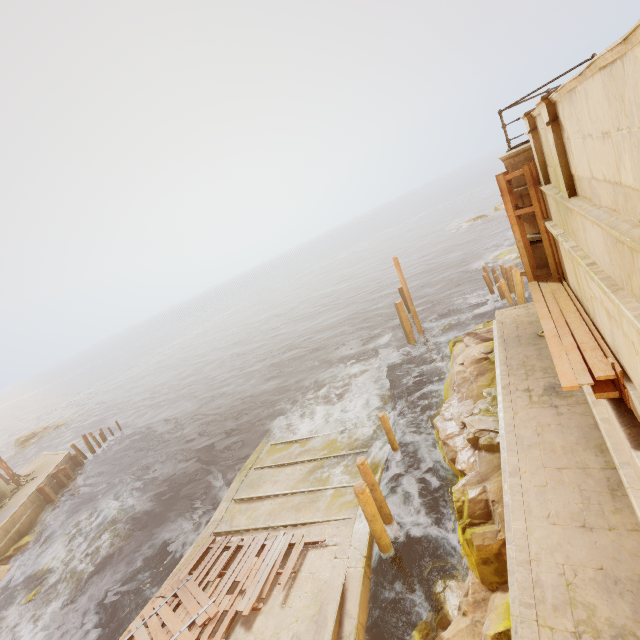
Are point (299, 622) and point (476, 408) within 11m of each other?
yes

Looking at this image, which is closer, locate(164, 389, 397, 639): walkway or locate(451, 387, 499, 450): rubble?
locate(164, 389, 397, 639): walkway

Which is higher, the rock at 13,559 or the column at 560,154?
the column at 560,154

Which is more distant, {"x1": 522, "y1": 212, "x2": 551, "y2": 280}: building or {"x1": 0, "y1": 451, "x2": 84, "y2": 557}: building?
{"x1": 0, "y1": 451, "x2": 84, "y2": 557}: building

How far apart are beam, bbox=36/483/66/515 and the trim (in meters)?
28.90

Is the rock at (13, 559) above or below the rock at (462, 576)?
below

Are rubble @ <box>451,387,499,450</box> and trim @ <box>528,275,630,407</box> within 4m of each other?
yes

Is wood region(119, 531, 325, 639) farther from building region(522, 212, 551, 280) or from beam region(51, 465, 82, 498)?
beam region(51, 465, 82, 498)
